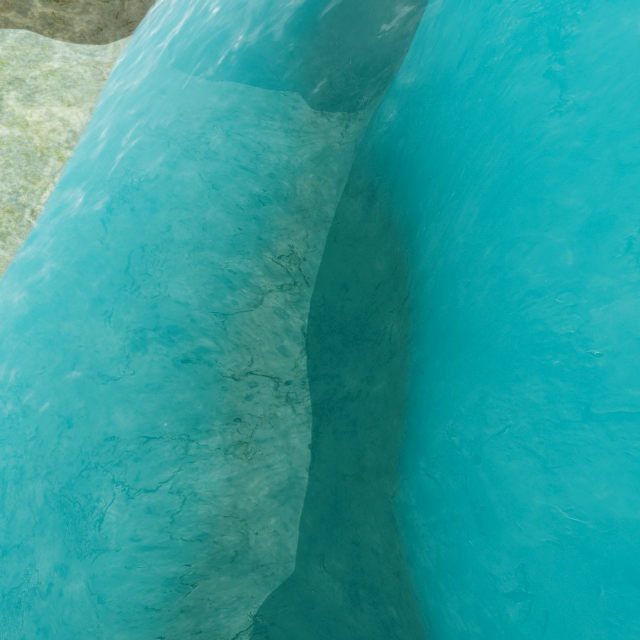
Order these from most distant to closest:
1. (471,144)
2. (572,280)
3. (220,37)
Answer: (220,37)
(471,144)
(572,280)
